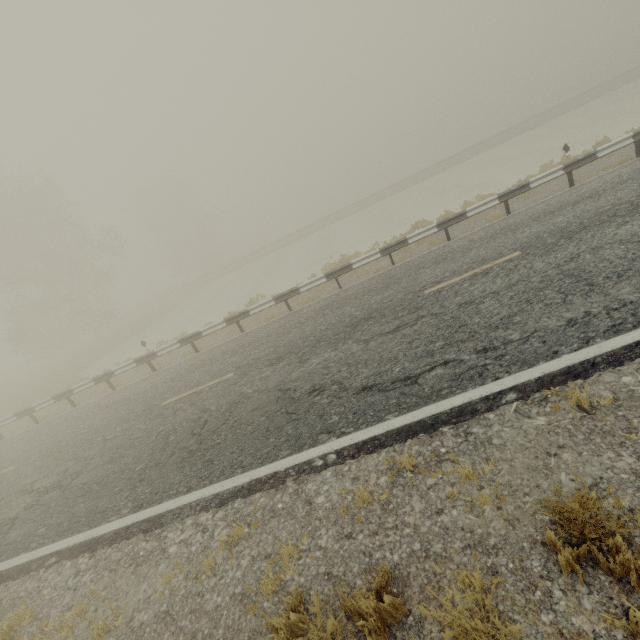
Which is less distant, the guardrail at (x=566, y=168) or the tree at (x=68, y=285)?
the guardrail at (x=566, y=168)

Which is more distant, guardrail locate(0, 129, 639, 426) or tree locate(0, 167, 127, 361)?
tree locate(0, 167, 127, 361)

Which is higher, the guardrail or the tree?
the tree

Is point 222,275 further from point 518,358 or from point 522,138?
point 518,358

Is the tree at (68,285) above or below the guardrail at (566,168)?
above
